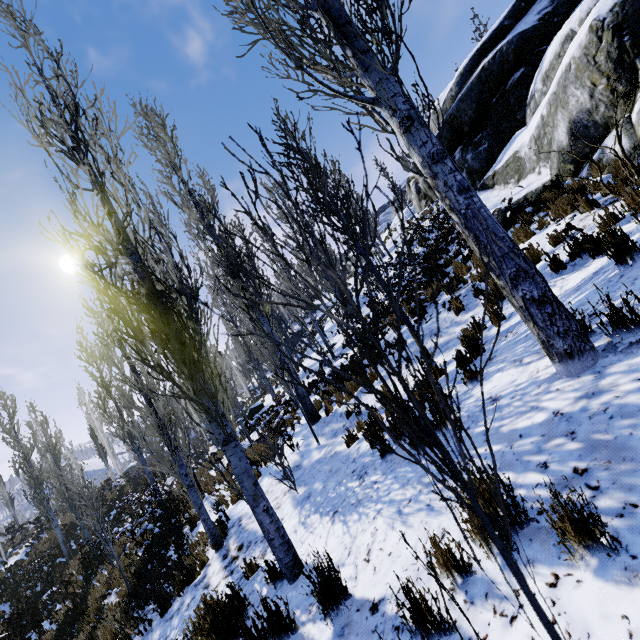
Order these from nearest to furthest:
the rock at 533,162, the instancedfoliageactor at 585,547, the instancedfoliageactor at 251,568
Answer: the instancedfoliageactor at 585,547, the instancedfoliageactor at 251,568, the rock at 533,162

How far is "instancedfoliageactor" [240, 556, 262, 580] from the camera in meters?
4.9 m

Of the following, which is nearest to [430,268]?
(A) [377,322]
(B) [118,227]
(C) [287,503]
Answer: (C) [287,503]

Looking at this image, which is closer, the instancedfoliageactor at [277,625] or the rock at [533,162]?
the instancedfoliageactor at [277,625]

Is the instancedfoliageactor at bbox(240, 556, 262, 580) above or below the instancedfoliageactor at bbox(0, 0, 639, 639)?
below

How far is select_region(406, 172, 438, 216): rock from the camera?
25.9m

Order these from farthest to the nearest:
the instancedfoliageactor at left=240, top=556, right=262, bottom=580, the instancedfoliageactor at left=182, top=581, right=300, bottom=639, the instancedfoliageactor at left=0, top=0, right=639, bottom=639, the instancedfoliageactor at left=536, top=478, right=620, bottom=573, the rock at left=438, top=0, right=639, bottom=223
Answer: the rock at left=438, top=0, right=639, bottom=223 < the instancedfoliageactor at left=240, top=556, right=262, bottom=580 < the instancedfoliageactor at left=182, top=581, right=300, bottom=639 < the instancedfoliageactor at left=536, top=478, right=620, bottom=573 < the instancedfoliageactor at left=0, top=0, right=639, bottom=639
